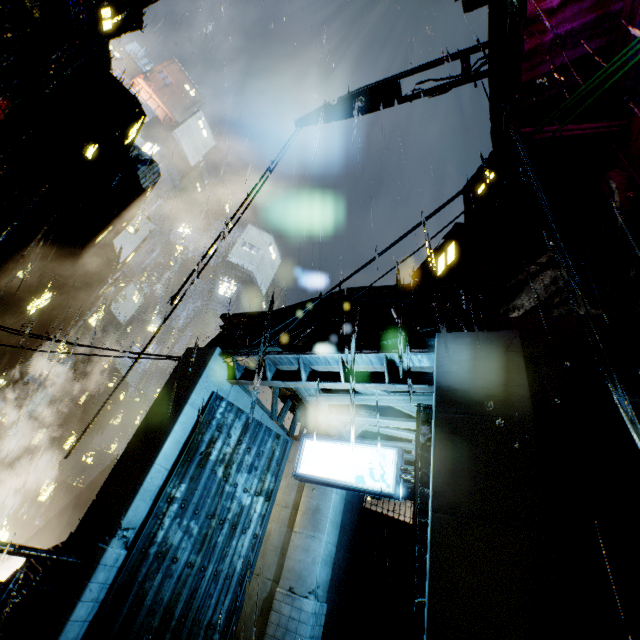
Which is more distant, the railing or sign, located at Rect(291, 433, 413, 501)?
sign, located at Rect(291, 433, 413, 501)

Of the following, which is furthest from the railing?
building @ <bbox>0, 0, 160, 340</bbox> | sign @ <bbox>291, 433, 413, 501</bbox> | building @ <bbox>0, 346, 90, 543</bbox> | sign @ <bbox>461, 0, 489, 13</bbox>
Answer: building @ <bbox>0, 346, 90, 543</bbox>

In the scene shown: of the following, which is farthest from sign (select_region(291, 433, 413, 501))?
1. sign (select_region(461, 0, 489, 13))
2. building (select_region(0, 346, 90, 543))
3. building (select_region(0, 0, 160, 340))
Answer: building (select_region(0, 346, 90, 543))

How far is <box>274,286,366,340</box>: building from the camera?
8.45m

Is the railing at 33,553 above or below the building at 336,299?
below

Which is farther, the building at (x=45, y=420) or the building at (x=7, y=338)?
the building at (x=45, y=420)

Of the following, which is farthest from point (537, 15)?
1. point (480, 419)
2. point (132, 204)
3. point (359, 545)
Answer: point (132, 204)
